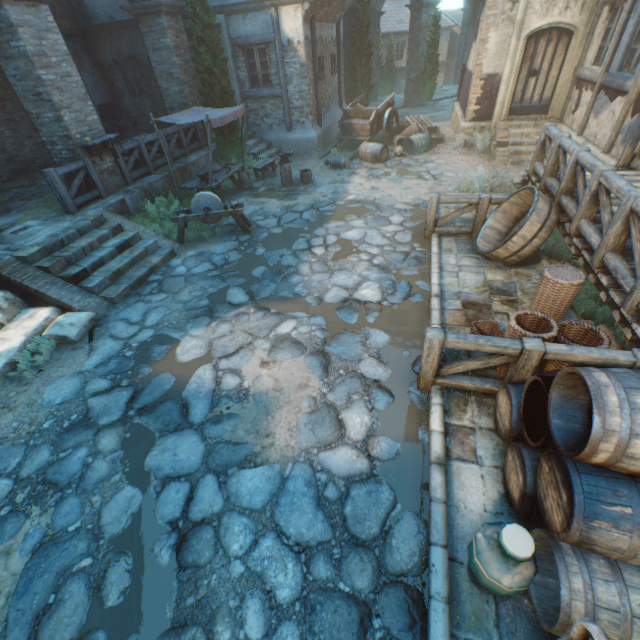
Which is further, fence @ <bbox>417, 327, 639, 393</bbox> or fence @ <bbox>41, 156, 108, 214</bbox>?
fence @ <bbox>41, 156, 108, 214</bbox>

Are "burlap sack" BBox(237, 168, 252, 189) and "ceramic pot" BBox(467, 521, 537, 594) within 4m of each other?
no

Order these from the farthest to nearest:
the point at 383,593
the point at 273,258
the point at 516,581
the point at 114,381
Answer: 1. the point at 273,258
2. the point at 114,381
3. the point at 383,593
4. the point at 516,581

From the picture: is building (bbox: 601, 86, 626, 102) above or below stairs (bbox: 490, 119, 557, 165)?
above

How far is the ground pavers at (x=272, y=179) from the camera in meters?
10.3 m

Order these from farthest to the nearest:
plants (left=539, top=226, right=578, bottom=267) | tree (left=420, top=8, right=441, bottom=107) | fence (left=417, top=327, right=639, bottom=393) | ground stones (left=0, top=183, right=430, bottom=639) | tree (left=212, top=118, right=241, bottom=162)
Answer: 1. tree (left=420, top=8, right=441, bottom=107)
2. tree (left=212, top=118, right=241, bottom=162)
3. plants (left=539, top=226, right=578, bottom=267)
4. fence (left=417, top=327, right=639, bottom=393)
5. ground stones (left=0, top=183, right=430, bottom=639)

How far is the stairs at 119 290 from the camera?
6.33m

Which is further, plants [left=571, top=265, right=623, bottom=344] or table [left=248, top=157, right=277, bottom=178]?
table [left=248, top=157, right=277, bottom=178]
